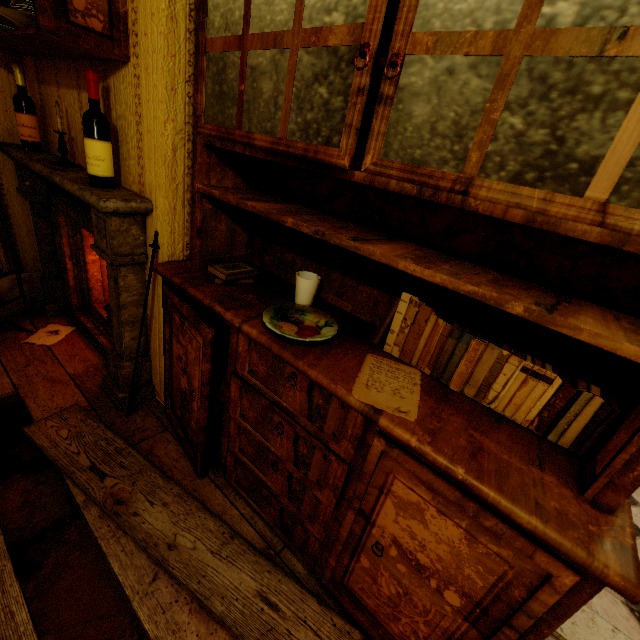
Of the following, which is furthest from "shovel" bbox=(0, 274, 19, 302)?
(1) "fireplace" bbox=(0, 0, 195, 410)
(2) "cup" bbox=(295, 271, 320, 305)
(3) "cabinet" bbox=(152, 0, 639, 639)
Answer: (2) "cup" bbox=(295, 271, 320, 305)

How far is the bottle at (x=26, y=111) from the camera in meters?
2.0 m

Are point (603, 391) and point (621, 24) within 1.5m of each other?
yes

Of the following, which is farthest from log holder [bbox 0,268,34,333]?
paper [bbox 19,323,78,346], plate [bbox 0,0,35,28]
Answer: plate [bbox 0,0,35,28]

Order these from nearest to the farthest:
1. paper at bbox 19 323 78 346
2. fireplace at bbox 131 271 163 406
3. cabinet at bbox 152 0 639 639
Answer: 1. cabinet at bbox 152 0 639 639
2. fireplace at bbox 131 271 163 406
3. paper at bbox 19 323 78 346

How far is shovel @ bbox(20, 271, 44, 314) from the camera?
2.5 meters

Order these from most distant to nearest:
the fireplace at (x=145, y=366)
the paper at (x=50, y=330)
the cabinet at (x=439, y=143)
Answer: the paper at (x=50, y=330), the fireplace at (x=145, y=366), the cabinet at (x=439, y=143)

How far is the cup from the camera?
1.4m
